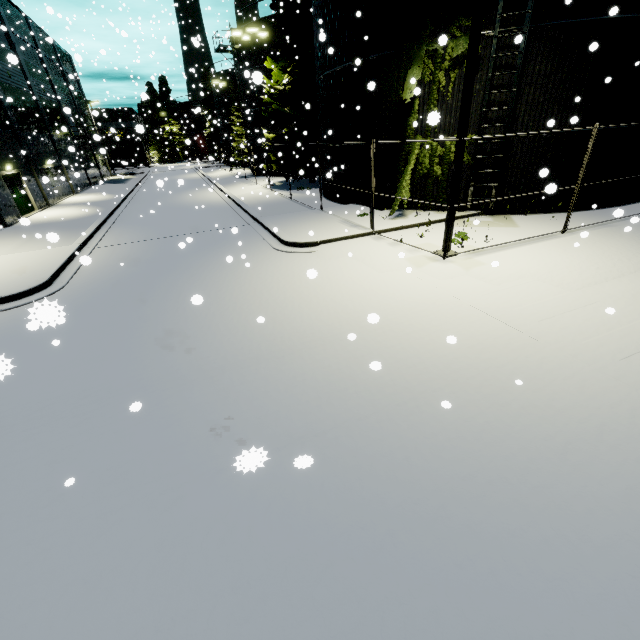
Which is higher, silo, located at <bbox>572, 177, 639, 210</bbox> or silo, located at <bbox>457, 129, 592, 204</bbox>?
silo, located at <bbox>457, 129, 592, 204</bbox>

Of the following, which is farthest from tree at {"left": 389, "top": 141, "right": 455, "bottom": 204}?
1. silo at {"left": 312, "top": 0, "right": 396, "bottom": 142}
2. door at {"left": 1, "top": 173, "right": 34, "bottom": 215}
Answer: door at {"left": 1, "top": 173, "right": 34, "bottom": 215}

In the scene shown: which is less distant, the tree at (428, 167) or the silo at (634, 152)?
the silo at (634, 152)

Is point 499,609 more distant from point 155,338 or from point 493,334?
point 155,338

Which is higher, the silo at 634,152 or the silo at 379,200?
the silo at 634,152

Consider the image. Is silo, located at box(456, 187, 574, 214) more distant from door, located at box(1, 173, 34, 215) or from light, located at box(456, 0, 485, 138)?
door, located at box(1, 173, 34, 215)

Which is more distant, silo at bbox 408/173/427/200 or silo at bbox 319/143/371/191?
silo at bbox 319/143/371/191

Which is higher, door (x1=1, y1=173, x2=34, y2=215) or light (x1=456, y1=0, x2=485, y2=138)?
A: light (x1=456, y1=0, x2=485, y2=138)
